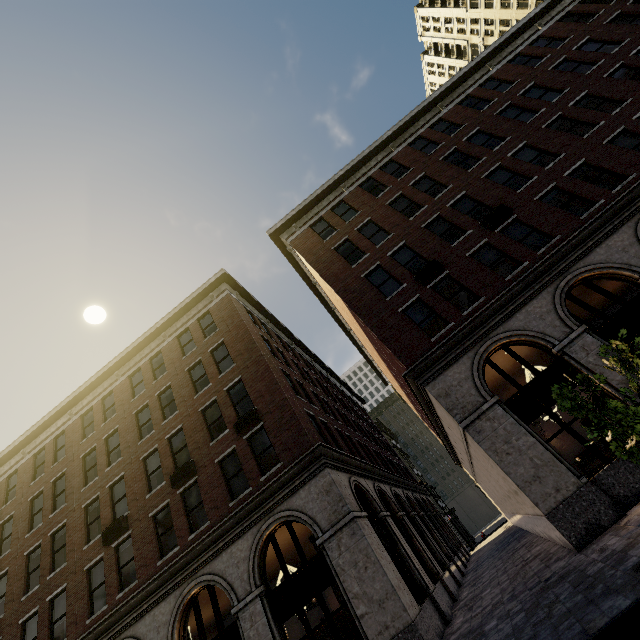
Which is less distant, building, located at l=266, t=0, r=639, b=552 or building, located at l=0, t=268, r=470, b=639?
building, located at l=266, t=0, r=639, b=552

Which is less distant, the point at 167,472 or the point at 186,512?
the point at 186,512

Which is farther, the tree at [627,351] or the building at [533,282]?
the building at [533,282]

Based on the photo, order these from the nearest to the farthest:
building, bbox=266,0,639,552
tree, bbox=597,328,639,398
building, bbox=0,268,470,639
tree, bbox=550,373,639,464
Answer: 1. tree, bbox=550,373,639,464
2. tree, bbox=597,328,639,398
3. building, bbox=266,0,639,552
4. building, bbox=0,268,470,639

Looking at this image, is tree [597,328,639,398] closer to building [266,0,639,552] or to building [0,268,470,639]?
building [266,0,639,552]

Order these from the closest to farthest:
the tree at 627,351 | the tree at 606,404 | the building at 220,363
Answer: the tree at 606,404 < the tree at 627,351 < the building at 220,363

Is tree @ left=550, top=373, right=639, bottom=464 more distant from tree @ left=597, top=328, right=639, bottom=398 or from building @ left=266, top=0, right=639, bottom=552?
building @ left=266, top=0, right=639, bottom=552

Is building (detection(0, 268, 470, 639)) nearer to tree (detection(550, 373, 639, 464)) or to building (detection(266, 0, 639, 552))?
building (detection(266, 0, 639, 552))
